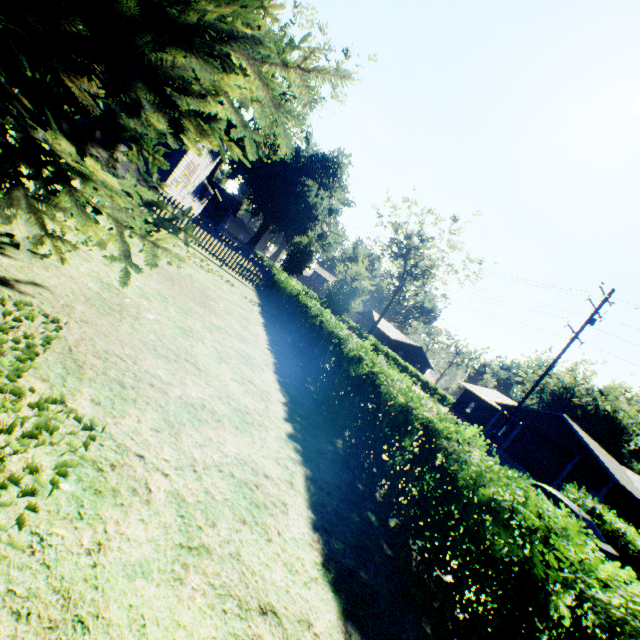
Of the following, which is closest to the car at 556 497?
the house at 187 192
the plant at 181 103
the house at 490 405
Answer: the plant at 181 103

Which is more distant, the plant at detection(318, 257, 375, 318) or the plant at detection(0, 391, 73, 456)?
the plant at detection(318, 257, 375, 318)

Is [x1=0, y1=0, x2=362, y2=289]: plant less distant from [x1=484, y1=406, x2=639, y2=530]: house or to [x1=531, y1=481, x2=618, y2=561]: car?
[x1=531, y1=481, x2=618, y2=561]: car

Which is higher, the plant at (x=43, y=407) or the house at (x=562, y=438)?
the house at (x=562, y=438)

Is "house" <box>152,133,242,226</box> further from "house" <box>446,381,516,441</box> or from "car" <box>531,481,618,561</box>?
"house" <box>446,381,516,441</box>

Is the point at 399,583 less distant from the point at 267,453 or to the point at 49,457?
the point at 267,453

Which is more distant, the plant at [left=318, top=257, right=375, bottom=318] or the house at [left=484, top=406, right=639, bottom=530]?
the house at [left=484, top=406, right=639, bottom=530]
